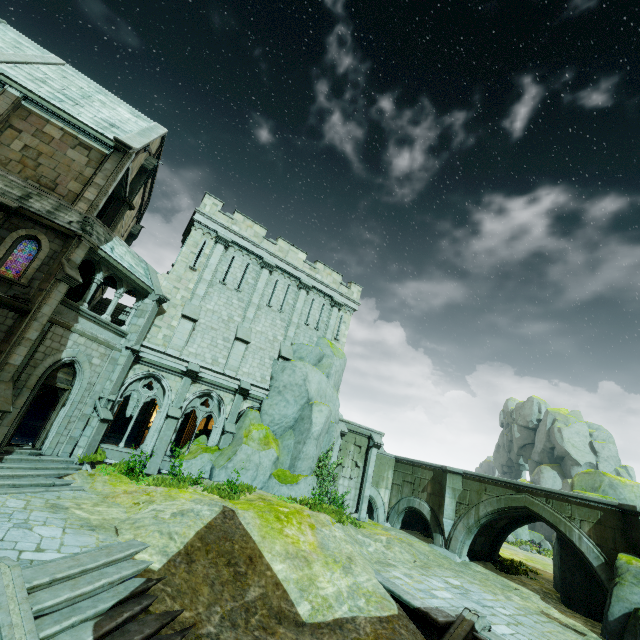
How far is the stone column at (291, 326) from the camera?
21.38m

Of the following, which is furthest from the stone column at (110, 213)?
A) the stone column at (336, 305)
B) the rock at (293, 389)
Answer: the stone column at (336, 305)

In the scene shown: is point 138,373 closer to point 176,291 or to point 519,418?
point 176,291

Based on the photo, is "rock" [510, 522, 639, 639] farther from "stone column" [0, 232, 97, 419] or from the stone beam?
the stone beam

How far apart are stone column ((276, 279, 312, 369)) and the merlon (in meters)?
11.74

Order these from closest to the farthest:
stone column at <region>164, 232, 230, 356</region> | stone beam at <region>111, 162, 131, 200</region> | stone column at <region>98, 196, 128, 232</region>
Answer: stone beam at <region>111, 162, 131, 200</region> → stone column at <region>164, 232, 230, 356</region> → stone column at <region>98, 196, 128, 232</region>

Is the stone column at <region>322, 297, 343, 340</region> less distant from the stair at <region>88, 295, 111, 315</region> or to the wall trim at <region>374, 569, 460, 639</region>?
the stair at <region>88, 295, 111, 315</region>

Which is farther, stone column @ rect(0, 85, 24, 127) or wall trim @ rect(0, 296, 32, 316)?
stone column @ rect(0, 85, 24, 127)
